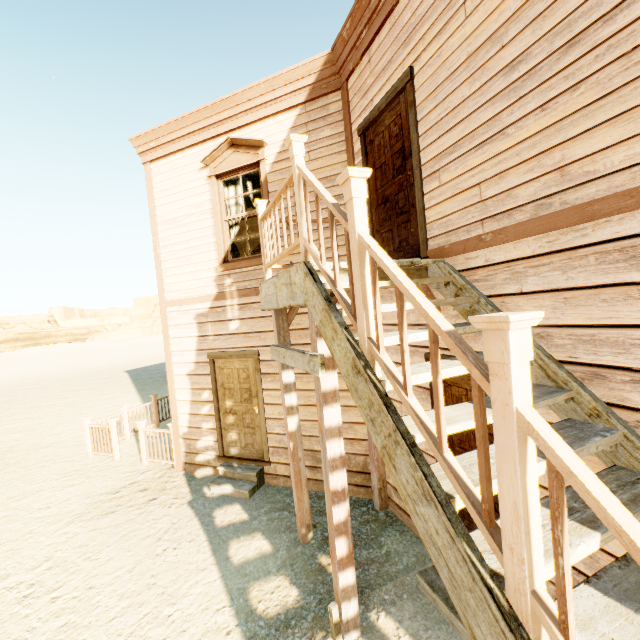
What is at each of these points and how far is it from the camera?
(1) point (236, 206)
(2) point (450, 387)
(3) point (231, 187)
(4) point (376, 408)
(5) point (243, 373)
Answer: (1) curtain, 6.21m
(2) door, 3.53m
(3) curtain, 6.22m
(4) building, 1.84m
(5) door, 6.13m

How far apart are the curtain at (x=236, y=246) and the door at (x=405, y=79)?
2.5 meters

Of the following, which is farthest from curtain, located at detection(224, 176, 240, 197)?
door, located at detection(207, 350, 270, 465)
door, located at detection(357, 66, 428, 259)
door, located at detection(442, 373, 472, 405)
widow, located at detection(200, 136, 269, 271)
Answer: door, located at detection(442, 373, 472, 405)

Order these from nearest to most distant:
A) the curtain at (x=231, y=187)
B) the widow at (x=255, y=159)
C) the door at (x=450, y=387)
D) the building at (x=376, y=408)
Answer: the building at (x=376, y=408), the door at (x=450, y=387), the widow at (x=255, y=159), the curtain at (x=231, y=187)

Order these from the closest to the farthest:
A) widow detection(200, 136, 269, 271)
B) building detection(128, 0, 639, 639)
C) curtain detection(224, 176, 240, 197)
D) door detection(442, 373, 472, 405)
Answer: building detection(128, 0, 639, 639) → door detection(442, 373, 472, 405) → widow detection(200, 136, 269, 271) → curtain detection(224, 176, 240, 197)

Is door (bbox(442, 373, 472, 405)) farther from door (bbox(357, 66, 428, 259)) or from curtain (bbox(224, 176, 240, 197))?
curtain (bbox(224, 176, 240, 197))

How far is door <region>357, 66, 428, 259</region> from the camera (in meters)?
3.62

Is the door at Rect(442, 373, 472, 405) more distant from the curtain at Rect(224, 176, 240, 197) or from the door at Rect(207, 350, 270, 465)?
the curtain at Rect(224, 176, 240, 197)
